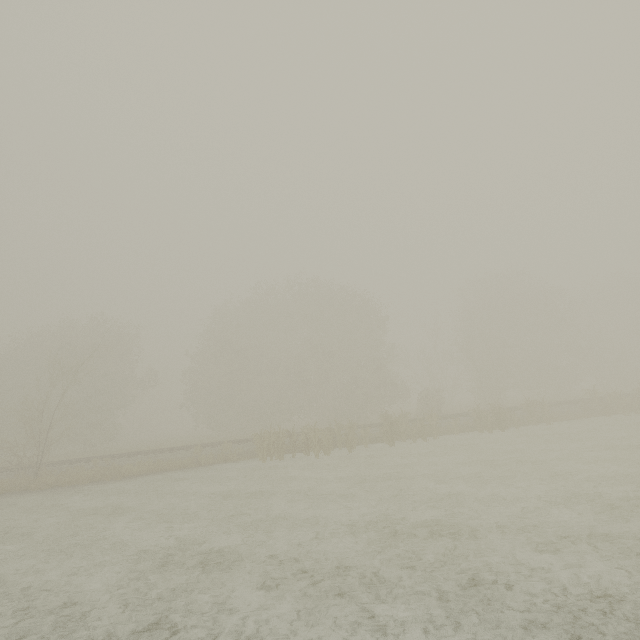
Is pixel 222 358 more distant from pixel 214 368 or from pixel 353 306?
pixel 353 306
